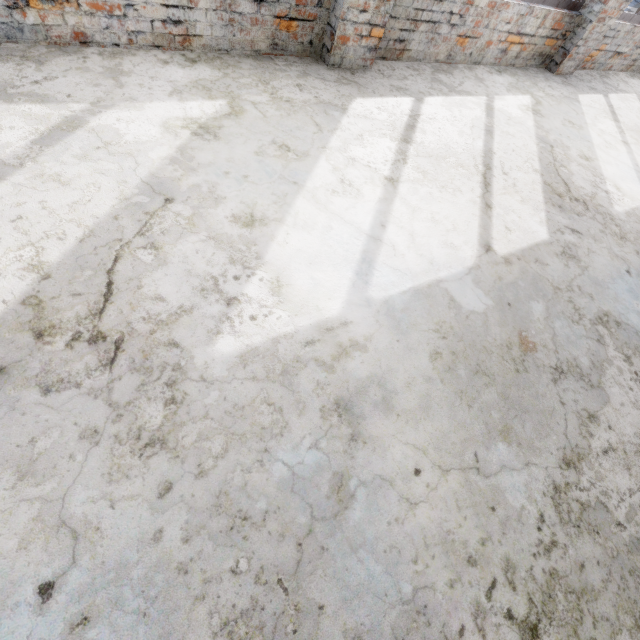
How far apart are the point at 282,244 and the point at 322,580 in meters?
1.8 m
